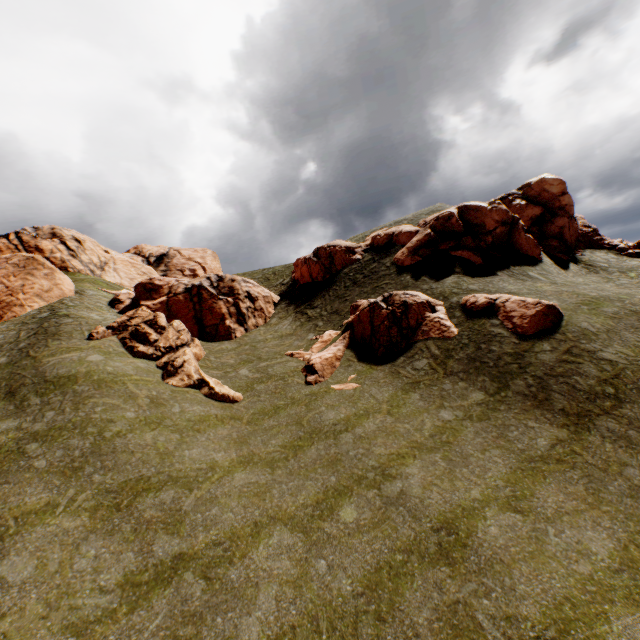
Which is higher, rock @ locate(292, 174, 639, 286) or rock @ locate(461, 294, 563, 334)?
rock @ locate(292, 174, 639, 286)

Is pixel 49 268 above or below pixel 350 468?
above

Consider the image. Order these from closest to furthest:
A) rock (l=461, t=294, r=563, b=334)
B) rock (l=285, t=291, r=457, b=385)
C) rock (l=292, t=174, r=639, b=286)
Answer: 1. rock (l=461, t=294, r=563, b=334)
2. rock (l=285, t=291, r=457, b=385)
3. rock (l=292, t=174, r=639, b=286)

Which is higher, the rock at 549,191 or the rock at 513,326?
the rock at 549,191

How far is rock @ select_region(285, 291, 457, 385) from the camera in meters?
19.7

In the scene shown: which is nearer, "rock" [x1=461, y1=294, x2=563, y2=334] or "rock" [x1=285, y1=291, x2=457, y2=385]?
"rock" [x1=461, y1=294, x2=563, y2=334]
